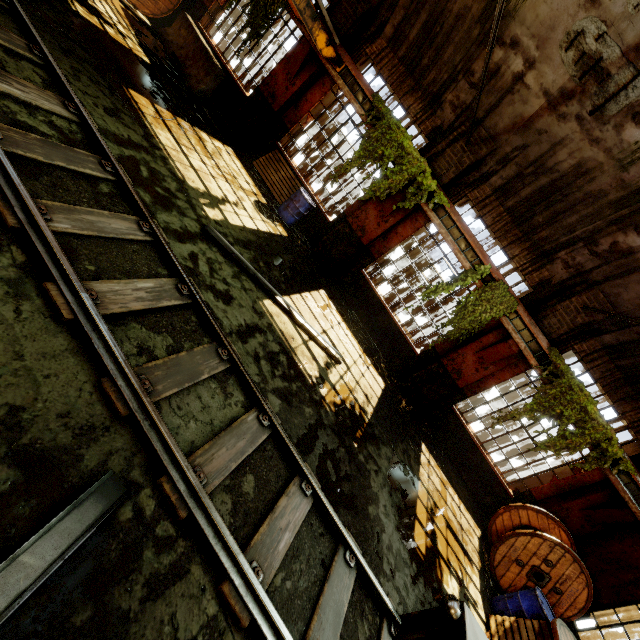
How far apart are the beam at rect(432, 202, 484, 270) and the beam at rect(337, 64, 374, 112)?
1.9 meters

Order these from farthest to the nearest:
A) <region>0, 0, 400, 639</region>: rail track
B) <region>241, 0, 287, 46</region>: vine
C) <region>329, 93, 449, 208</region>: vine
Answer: <region>241, 0, 287, 46</region>: vine → <region>329, 93, 449, 208</region>: vine → <region>0, 0, 400, 639</region>: rail track

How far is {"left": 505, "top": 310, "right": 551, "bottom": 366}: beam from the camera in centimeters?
819cm

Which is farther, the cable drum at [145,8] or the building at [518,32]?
the cable drum at [145,8]

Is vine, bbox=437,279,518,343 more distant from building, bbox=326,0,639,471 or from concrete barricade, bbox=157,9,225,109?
concrete barricade, bbox=157,9,225,109

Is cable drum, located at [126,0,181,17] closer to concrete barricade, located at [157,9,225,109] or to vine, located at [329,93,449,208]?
concrete barricade, located at [157,9,225,109]

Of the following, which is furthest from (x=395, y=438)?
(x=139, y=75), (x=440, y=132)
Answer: (x=139, y=75)

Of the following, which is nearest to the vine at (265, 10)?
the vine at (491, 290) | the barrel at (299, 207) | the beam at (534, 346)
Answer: the barrel at (299, 207)
